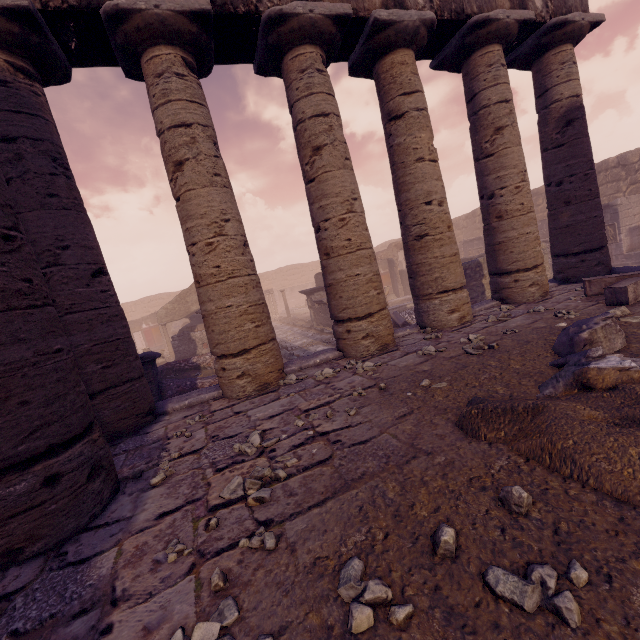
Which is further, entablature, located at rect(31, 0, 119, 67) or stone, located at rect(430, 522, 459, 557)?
entablature, located at rect(31, 0, 119, 67)

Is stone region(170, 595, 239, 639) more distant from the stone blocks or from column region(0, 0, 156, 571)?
the stone blocks

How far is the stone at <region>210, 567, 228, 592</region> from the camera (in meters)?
1.68

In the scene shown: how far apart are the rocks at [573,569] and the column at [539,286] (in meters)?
6.41

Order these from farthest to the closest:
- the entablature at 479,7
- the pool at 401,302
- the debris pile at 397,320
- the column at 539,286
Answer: the pool at 401,302, the debris pile at 397,320, the column at 539,286, the entablature at 479,7

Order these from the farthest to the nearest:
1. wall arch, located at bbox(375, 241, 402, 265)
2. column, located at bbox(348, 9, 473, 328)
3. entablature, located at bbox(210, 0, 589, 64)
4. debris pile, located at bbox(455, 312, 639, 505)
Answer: wall arch, located at bbox(375, 241, 402, 265)
column, located at bbox(348, 9, 473, 328)
entablature, located at bbox(210, 0, 589, 64)
debris pile, located at bbox(455, 312, 639, 505)

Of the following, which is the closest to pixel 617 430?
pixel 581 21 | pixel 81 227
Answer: pixel 81 227

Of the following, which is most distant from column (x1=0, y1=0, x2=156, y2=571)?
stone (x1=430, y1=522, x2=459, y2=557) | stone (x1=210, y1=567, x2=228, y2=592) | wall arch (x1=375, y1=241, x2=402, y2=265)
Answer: wall arch (x1=375, y1=241, x2=402, y2=265)
